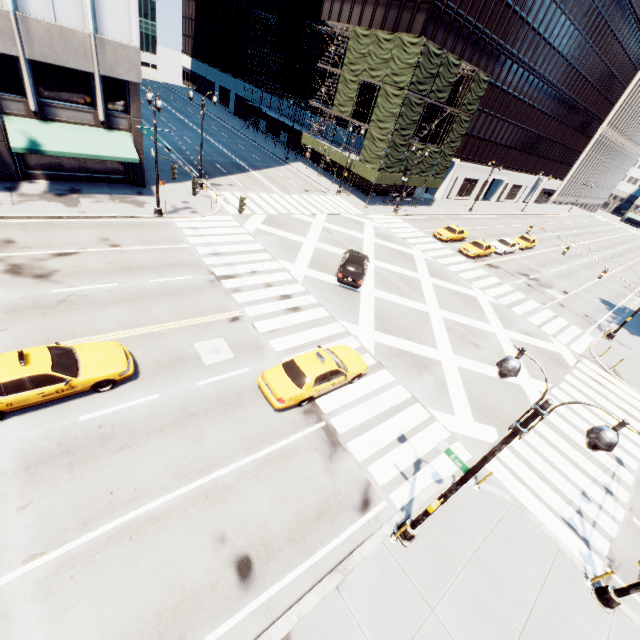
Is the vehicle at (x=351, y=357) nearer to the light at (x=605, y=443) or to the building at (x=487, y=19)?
the light at (x=605, y=443)

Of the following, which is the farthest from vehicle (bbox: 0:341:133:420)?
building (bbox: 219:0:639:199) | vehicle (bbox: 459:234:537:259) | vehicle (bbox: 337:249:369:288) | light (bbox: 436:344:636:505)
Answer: vehicle (bbox: 459:234:537:259)

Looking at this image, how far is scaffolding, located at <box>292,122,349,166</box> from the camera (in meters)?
39.97

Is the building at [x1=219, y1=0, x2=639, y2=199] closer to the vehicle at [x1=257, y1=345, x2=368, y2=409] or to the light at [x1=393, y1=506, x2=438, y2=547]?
the vehicle at [x1=257, y1=345, x2=368, y2=409]

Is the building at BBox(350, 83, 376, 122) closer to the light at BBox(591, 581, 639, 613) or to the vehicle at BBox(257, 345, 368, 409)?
the vehicle at BBox(257, 345, 368, 409)

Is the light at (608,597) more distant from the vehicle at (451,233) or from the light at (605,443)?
the vehicle at (451,233)

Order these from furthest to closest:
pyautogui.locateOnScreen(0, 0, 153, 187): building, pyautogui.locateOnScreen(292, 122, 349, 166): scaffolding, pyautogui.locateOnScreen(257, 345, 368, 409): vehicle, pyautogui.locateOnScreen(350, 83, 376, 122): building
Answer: pyautogui.locateOnScreen(292, 122, 349, 166): scaffolding
pyautogui.locateOnScreen(350, 83, 376, 122): building
pyautogui.locateOnScreen(0, 0, 153, 187): building
pyautogui.locateOnScreen(257, 345, 368, 409): vehicle

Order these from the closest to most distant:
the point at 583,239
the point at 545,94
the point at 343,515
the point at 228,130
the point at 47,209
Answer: the point at 343,515, the point at 47,209, the point at 228,130, the point at 545,94, the point at 583,239
